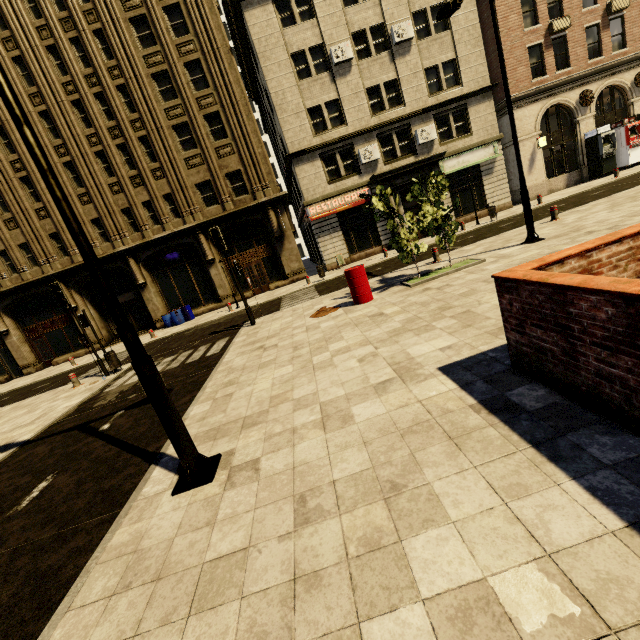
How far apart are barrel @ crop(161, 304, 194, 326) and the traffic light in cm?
916

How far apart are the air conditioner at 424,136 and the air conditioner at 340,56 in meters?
5.7

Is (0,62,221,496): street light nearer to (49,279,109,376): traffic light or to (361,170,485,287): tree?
(361,170,485,287): tree

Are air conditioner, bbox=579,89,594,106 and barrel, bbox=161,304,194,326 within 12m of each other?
no

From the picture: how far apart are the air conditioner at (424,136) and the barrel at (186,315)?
18.9 meters

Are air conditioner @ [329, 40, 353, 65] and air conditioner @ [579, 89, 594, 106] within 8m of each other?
no

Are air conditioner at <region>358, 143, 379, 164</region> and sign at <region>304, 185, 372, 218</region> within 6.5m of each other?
yes

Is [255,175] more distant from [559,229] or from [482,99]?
[559,229]
